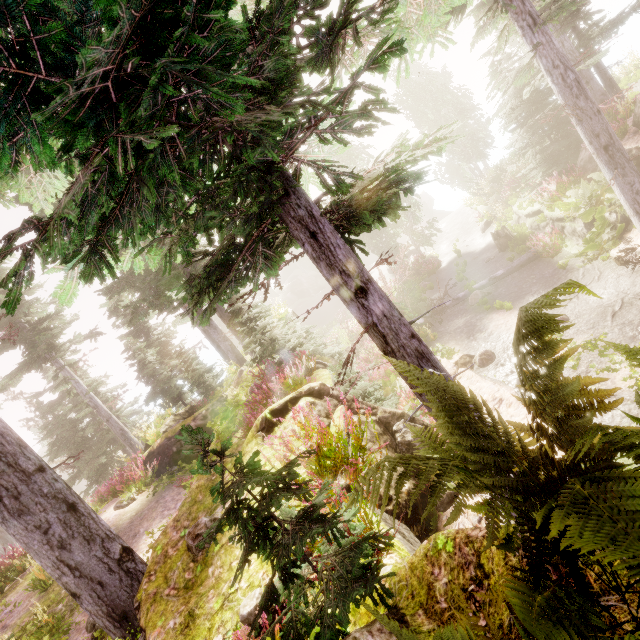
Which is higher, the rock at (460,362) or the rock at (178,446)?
the rock at (178,446)

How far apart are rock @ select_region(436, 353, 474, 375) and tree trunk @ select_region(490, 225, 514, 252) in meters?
9.2 m

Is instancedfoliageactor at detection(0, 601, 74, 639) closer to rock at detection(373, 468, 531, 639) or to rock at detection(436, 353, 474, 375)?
rock at detection(373, 468, 531, 639)

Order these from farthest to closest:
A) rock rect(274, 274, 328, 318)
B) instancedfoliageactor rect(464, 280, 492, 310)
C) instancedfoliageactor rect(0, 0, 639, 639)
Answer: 1. rock rect(274, 274, 328, 318)
2. instancedfoliageactor rect(464, 280, 492, 310)
3. instancedfoliageactor rect(0, 0, 639, 639)

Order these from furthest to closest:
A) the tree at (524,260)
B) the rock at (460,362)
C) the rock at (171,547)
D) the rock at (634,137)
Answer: the tree at (524,260) → the rock at (460,362) → the rock at (634,137) → the rock at (171,547)

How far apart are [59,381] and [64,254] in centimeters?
2810cm

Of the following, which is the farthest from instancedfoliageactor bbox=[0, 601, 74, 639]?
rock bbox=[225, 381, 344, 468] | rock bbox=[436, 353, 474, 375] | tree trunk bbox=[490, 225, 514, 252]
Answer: tree trunk bbox=[490, 225, 514, 252]

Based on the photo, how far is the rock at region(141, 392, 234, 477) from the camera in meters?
12.7
